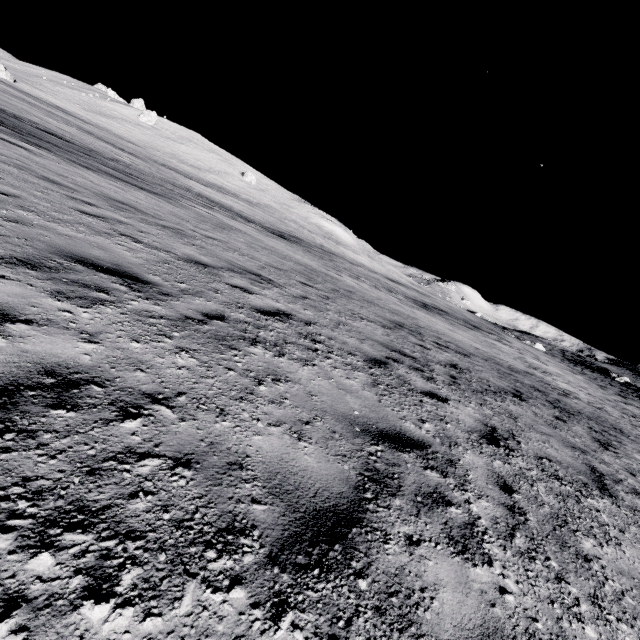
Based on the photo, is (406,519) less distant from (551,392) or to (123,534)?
(123,534)
